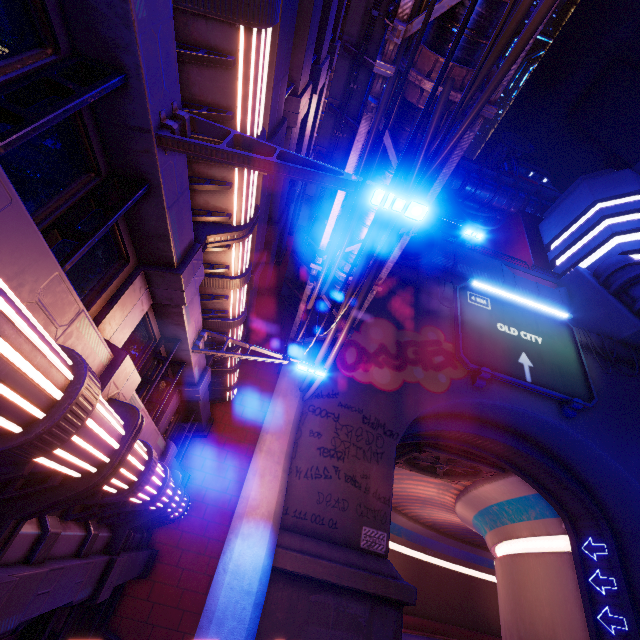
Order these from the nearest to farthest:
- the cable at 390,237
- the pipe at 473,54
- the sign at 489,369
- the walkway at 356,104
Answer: the cable at 390,237
the pipe at 473,54
the walkway at 356,104
the sign at 489,369

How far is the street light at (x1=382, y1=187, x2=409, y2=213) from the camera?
3.9m

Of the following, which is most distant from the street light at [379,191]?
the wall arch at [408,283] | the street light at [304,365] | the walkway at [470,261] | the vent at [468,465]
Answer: the walkway at [470,261]

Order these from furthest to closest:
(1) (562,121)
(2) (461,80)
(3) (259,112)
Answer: (1) (562,121) → (2) (461,80) → (3) (259,112)

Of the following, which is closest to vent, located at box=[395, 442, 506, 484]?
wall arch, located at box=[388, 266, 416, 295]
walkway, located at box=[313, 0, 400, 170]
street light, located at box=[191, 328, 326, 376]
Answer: wall arch, located at box=[388, 266, 416, 295]

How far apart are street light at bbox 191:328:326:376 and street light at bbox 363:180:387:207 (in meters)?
4.53

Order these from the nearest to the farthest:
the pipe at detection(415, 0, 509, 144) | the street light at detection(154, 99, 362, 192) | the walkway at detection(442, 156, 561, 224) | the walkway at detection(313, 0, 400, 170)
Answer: the street light at detection(154, 99, 362, 192) → the pipe at detection(415, 0, 509, 144) → the walkway at detection(313, 0, 400, 170) → the walkway at detection(442, 156, 561, 224)
